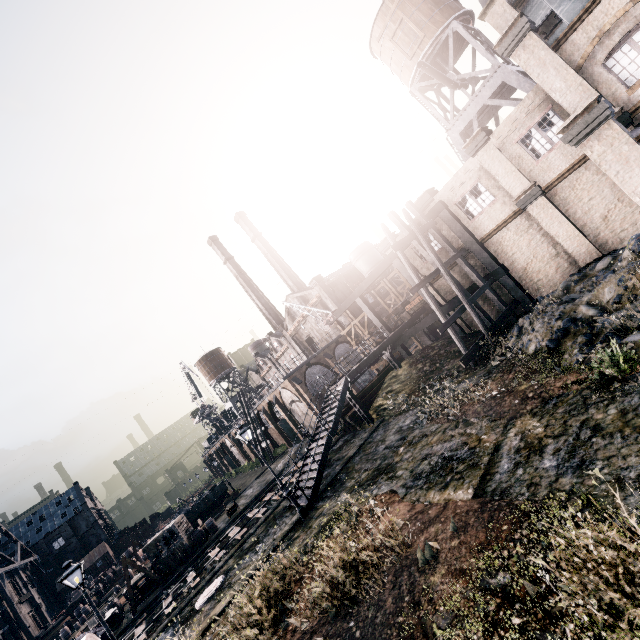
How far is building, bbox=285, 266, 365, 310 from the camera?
48.3m

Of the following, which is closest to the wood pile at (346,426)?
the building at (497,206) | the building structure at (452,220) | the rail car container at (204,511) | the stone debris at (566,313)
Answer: the building structure at (452,220)

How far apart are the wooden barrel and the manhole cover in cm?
1574

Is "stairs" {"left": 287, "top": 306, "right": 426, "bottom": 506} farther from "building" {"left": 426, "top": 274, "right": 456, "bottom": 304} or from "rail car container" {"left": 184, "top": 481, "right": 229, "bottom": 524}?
"rail car container" {"left": 184, "top": 481, "right": 229, "bottom": 524}

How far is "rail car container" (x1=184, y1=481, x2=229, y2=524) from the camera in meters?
42.6 m

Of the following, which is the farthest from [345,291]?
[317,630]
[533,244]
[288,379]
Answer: [317,630]

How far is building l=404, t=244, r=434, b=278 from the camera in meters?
25.4

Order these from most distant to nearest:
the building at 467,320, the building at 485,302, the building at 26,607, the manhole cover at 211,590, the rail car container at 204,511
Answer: the building at 26,607 < the rail car container at 204,511 < the building at 467,320 < the building at 485,302 < the manhole cover at 211,590
